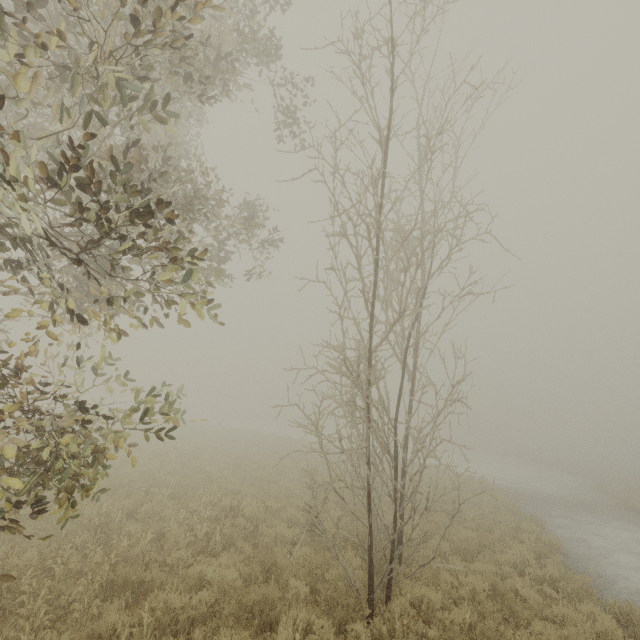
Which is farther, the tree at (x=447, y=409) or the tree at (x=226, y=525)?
the tree at (x=226, y=525)

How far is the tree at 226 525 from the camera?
7.0 meters

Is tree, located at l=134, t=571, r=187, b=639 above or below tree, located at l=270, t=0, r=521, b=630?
below

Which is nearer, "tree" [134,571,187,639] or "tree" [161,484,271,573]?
"tree" [134,571,187,639]

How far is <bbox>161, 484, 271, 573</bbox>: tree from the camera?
7.0m

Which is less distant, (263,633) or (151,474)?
(263,633)
